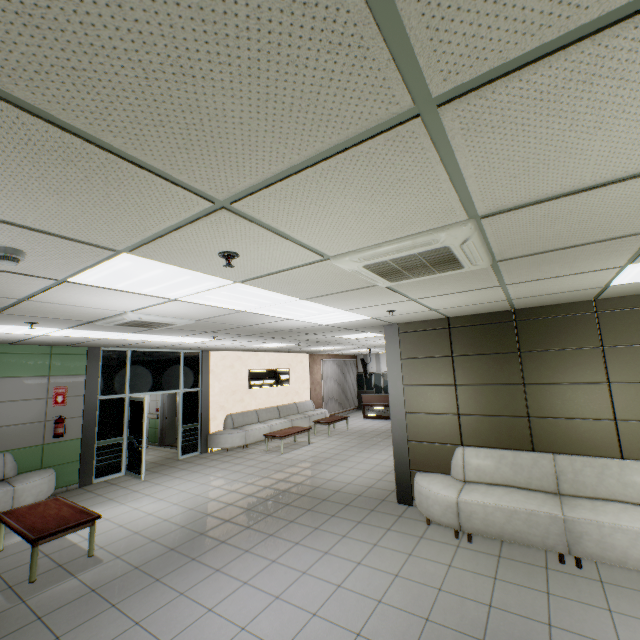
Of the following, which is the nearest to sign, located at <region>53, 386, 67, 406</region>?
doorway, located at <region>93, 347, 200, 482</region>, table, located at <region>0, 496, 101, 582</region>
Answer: doorway, located at <region>93, 347, 200, 482</region>

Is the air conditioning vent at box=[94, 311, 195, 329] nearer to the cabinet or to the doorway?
the doorway

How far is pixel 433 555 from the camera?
4.19m

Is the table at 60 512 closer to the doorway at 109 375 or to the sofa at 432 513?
the doorway at 109 375

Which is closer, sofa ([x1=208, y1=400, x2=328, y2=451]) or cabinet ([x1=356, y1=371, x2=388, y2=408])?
sofa ([x1=208, y1=400, x2=328, y2=451])

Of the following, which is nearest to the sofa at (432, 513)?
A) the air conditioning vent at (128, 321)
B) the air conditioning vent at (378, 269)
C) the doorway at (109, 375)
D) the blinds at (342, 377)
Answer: the air conditioning vent at (378, 269)

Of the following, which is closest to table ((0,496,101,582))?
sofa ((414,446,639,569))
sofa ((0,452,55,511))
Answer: sofa ((0,452,55,511))

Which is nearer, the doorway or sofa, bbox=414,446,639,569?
sofa, bbox=414,446,639,569
